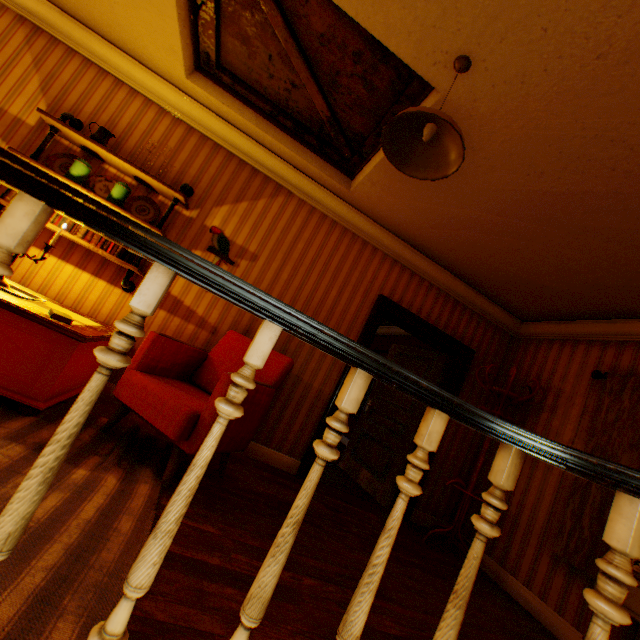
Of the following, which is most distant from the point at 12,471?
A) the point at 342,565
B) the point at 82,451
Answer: the point at 342,565

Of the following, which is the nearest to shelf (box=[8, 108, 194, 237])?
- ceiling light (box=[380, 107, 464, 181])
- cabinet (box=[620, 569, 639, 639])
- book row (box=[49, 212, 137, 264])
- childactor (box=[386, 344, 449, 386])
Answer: book row (box=[49, 212, 137, 264])

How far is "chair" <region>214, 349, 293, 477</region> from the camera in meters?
2.5

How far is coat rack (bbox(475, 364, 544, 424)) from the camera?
3.8 meters

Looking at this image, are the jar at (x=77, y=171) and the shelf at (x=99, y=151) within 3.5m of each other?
yes

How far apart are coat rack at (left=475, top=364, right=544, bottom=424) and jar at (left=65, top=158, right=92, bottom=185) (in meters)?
4.80

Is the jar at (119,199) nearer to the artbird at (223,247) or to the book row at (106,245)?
the book row at (106,245)

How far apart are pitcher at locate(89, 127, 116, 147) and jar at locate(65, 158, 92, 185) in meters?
0.3 m
